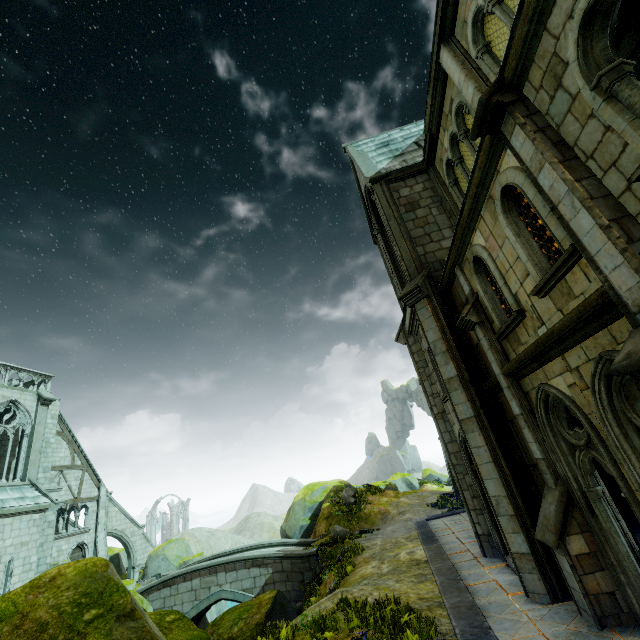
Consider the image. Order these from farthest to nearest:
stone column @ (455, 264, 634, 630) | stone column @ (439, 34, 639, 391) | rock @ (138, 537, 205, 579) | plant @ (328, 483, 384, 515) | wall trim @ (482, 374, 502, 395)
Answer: rock @ (138, 537, 205, 579) → plant @ (328, 483, 384, 515) → wall trim @ (482, 374, 502, 395) → stone column @ (455, 264, 634, 630) → stone column @ (439, 34, 639, 391)

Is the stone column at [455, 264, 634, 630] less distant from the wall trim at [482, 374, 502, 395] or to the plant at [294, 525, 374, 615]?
the wall trim at [482, 374, 502, 395]

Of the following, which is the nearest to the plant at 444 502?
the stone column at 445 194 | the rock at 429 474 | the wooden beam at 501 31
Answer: the rock at 429 474

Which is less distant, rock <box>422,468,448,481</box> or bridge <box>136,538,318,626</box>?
bridge <box>136,538,318,626</box>

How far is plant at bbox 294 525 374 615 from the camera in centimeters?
1450cm

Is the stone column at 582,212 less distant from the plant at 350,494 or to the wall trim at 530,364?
the wall trim at 530,364

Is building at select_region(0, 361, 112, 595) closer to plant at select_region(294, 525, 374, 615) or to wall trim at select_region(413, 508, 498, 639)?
wall trim at select_region(413, 508, 498, 639)

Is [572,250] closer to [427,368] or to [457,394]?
[457,394]
